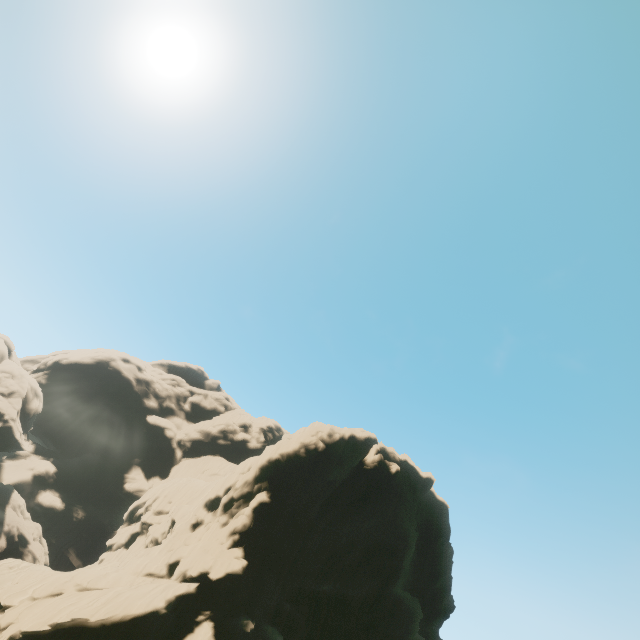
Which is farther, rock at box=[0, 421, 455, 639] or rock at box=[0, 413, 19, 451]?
rock at box=[0, 413, 19, 451]

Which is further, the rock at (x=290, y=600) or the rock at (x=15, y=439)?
the rock at (x=15, y=439)

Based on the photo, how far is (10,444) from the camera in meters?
58.6 m
